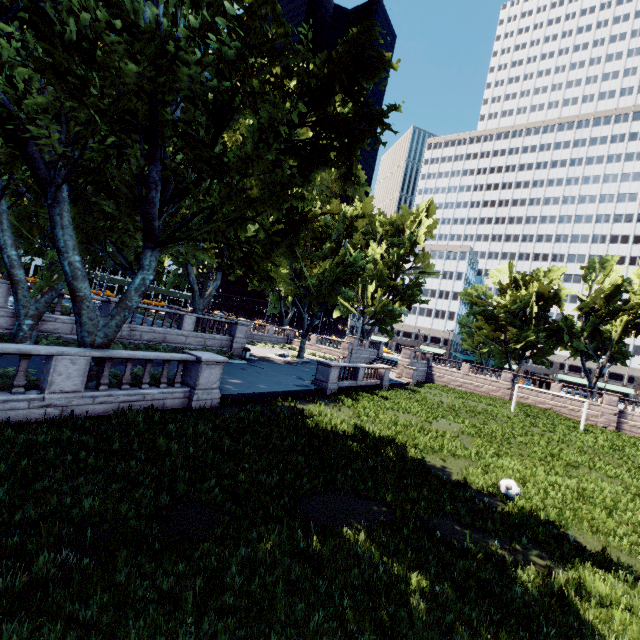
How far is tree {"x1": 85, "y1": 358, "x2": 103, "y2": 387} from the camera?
11.0 meters

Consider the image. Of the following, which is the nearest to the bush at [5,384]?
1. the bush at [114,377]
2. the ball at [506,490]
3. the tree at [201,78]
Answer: the tree at [201,78]

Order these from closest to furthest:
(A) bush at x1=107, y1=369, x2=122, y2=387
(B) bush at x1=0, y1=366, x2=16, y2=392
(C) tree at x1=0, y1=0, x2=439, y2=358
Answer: (C) tree at x1=0, y1=0, x2=439, y2=358
(B) bush at x1=0, y1=366, x2=16, y2=392
(A) bush at x1=107, y1=369, x2=122, y2=387

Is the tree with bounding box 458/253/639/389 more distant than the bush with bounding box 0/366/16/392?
Yes

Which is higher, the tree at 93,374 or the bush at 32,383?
the tree at 93,374

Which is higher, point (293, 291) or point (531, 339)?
point (531, 339)

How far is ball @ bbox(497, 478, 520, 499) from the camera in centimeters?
1082cm
